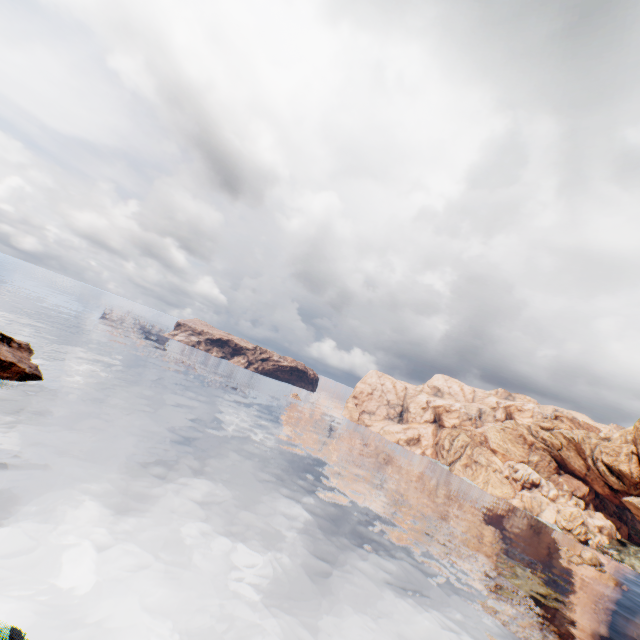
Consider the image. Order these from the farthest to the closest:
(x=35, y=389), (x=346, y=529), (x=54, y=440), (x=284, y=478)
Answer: (x=284, y=478) → (x=35, y=389) → (x=346, y=529) → (x=54, y=440)
